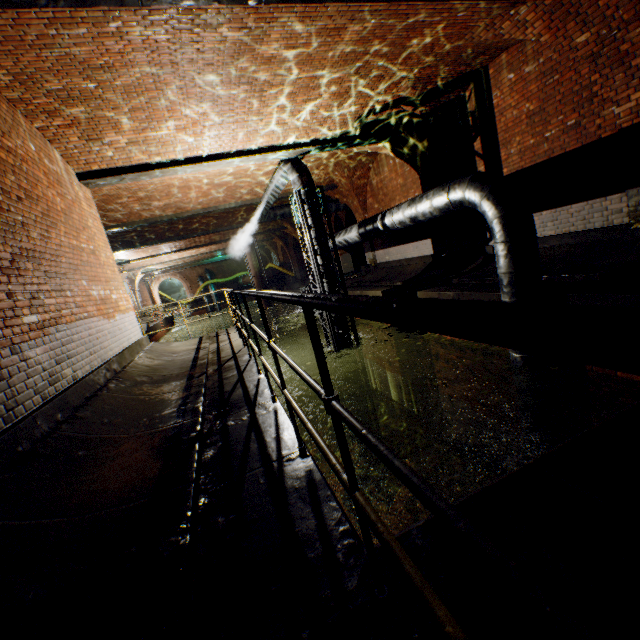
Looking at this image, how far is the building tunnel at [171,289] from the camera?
47.5m

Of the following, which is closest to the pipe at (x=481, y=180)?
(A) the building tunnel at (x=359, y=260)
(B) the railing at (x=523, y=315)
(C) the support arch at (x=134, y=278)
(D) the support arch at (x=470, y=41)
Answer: (A) the building tunnel at (x=359, y=260)

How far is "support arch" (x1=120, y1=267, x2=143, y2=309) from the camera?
25.1 meters

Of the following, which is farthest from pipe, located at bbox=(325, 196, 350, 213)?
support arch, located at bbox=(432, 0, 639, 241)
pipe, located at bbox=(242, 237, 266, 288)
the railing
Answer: pipe, located at bbox=(242, 237, 266, 288)

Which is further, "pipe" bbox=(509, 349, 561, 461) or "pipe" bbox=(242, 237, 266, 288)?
"pipe" bbox=(242, 237, 266, 288)

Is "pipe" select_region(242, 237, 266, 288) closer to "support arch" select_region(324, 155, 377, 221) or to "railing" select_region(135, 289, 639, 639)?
"support arch" select_region(324, 155, 377, 221)

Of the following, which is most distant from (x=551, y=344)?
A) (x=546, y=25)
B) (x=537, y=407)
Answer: (x=546, y=25)

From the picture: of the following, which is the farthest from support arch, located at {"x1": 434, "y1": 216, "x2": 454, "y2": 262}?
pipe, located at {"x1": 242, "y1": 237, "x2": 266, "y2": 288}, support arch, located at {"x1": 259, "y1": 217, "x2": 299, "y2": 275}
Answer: support arch, located at {"x1": 259, "y1": 217, "x2": 299, "y2": 275}
